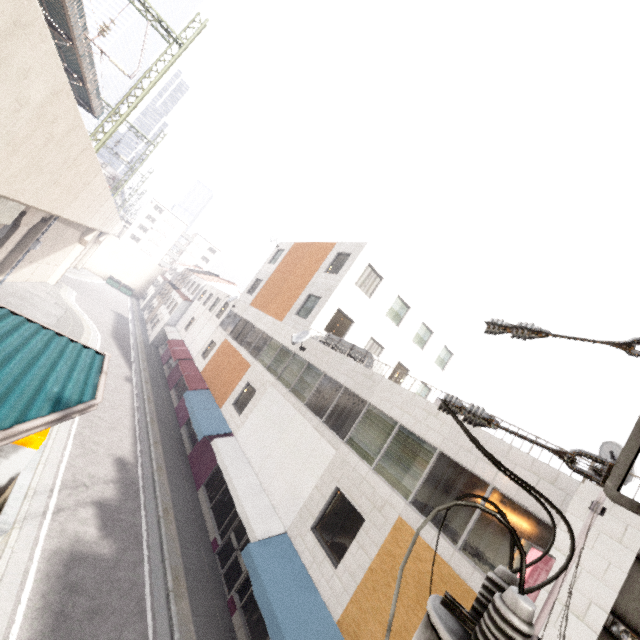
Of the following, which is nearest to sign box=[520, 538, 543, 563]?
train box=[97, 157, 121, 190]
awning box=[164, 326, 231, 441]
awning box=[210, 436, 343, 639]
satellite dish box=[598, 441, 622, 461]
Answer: satellite dish box=[598, 441, 622, 461]

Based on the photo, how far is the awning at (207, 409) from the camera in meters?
16.0 m

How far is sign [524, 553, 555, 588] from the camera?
5.0 meters

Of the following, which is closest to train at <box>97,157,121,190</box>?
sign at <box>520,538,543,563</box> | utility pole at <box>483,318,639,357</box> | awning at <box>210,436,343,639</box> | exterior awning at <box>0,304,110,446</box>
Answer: awning at <box>210,436,343,639</box>

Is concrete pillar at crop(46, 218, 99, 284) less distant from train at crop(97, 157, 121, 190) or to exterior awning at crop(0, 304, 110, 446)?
train at crop(97, 157, 121, 190)

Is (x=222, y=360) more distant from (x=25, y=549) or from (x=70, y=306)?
(x=70, y=306)

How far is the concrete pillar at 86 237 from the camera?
28.29m

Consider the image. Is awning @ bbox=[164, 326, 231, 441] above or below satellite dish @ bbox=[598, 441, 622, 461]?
below
